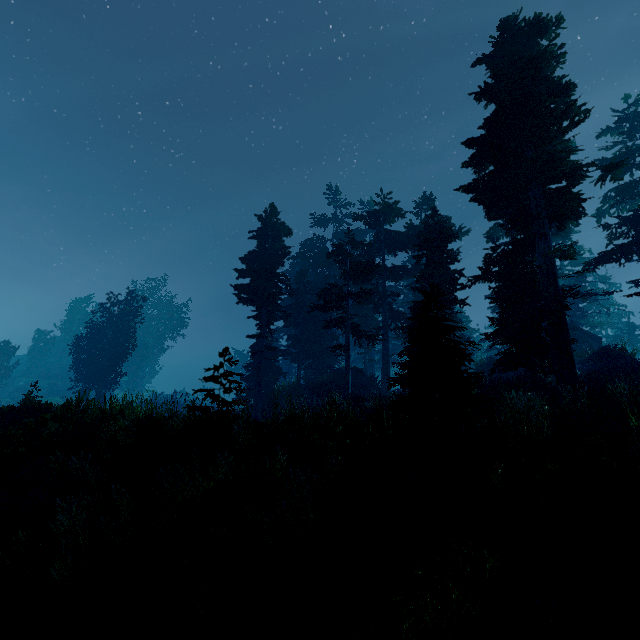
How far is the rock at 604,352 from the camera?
22.43m

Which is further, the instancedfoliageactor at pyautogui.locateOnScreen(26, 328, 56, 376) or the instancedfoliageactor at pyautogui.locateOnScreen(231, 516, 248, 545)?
the instancedfoliageactor at pyautogui.locateOnScreen(26, 328, 56, 376)

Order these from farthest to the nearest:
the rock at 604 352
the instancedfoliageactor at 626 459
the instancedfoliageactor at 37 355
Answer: the instancedfoliageactor at 37 355 → the rock at 604 352 → the instancedfoliageactor at 626 459

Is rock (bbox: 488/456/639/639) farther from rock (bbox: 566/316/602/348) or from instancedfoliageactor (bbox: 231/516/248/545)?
rock (bbox: 566/316/602/348)

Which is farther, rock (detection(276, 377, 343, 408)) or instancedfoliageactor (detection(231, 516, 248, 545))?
rock (detection(276, 377, 343, 408))

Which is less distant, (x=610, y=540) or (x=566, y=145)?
(x=610, y=540)

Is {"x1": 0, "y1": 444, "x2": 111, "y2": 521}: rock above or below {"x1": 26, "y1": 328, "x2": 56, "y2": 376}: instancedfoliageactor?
below

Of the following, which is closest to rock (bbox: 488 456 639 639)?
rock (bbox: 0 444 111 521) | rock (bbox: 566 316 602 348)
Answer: rock (bbox: 0 444 111 521)
